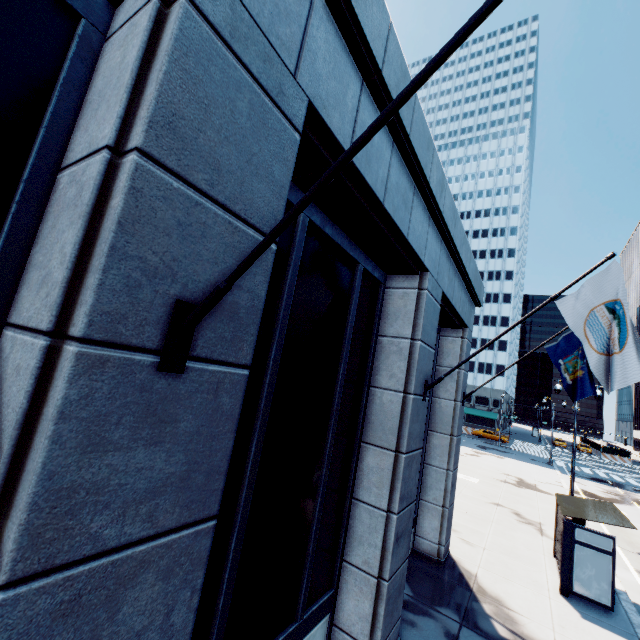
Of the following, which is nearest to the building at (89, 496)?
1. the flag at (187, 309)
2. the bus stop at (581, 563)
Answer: the flag at (187, 309)

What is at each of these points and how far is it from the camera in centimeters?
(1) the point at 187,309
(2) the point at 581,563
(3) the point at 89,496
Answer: (1) flag, 216cm
(2) bus stop, 967cm
(3) building, 177cm

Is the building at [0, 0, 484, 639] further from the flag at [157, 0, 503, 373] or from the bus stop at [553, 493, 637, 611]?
the bus stop at [553, 493, 637, 611]

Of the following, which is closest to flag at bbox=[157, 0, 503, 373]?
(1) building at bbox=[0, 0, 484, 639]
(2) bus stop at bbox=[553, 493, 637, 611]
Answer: (1) building at bbox=[0, 0, 484, 639]

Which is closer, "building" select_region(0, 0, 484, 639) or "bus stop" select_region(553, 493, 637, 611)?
"building" select_region(0, 0, 484, 639)

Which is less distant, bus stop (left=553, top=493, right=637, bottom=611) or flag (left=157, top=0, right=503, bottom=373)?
flag (left=157, top=0, right=503, bottom=373)
